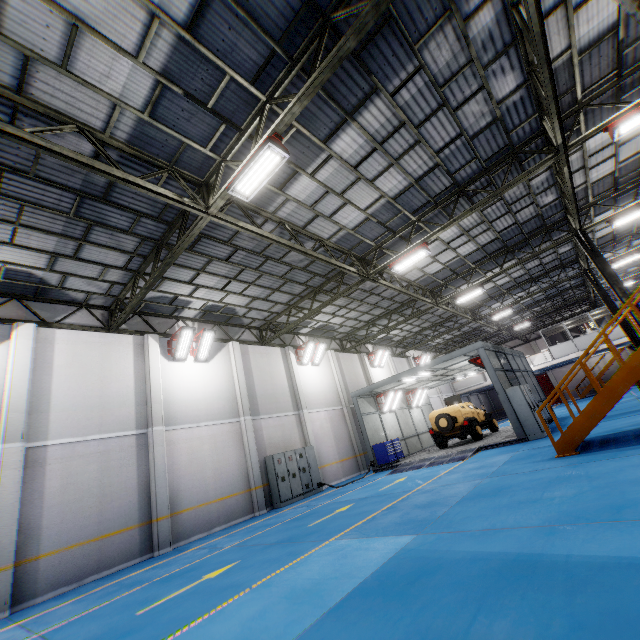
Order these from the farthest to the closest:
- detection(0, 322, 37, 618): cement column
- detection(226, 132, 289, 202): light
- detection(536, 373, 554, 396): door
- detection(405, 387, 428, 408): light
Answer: detection(536, 373, 554, 396): door, detection(405, 387, 428, 408): light, detection(0, 322, 37, 618): cement column, detection(226, 132, 289, 202): light

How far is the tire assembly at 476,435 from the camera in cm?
1704

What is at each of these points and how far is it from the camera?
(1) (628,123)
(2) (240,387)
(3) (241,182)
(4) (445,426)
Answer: (1) light, 8.8 meters
(2) cement column, 15.6 meters
(3) light, 7.4 meters
(4) tire assembly, 17.3 meters

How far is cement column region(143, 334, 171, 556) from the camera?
10.8 meters

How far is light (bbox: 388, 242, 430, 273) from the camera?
12.4m

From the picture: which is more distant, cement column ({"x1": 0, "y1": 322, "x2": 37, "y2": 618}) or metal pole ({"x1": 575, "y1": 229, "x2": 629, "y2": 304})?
metal pole ({"x1": 575, "y1": 229, "x2": 629, "y2": 304})

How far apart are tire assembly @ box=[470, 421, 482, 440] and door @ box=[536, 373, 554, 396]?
29.37m

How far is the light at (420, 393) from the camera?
23.07m
